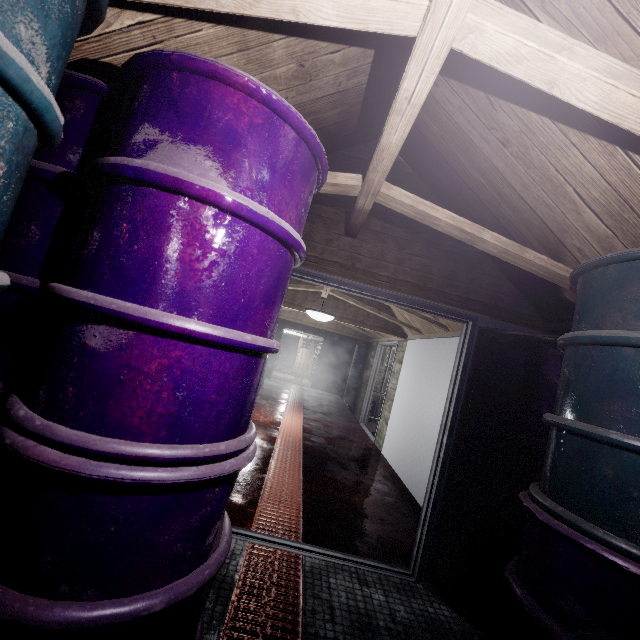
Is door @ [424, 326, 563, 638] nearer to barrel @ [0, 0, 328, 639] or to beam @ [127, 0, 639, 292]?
beam @ [127, 0, 639, 292]

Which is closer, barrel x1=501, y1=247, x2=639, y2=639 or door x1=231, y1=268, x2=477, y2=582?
barrel x1=501, y1=247, x2=639, y2=639

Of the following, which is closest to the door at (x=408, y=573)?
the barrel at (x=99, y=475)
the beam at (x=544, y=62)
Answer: the beam at (x=544, y=62)

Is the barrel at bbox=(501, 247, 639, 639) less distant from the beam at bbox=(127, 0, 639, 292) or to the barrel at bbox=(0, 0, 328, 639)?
the beam at bbox=(127, 0, 639, 292)

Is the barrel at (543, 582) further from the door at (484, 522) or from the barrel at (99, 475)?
the barrel at (99, 475)

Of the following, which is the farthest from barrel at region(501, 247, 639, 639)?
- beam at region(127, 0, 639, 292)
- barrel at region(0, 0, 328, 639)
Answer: barrel at region(0, 0, 328, 639)

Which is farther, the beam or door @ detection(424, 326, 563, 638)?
door @ detection(424, 326, 563, 638)

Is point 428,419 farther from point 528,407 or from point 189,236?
point 189,236
